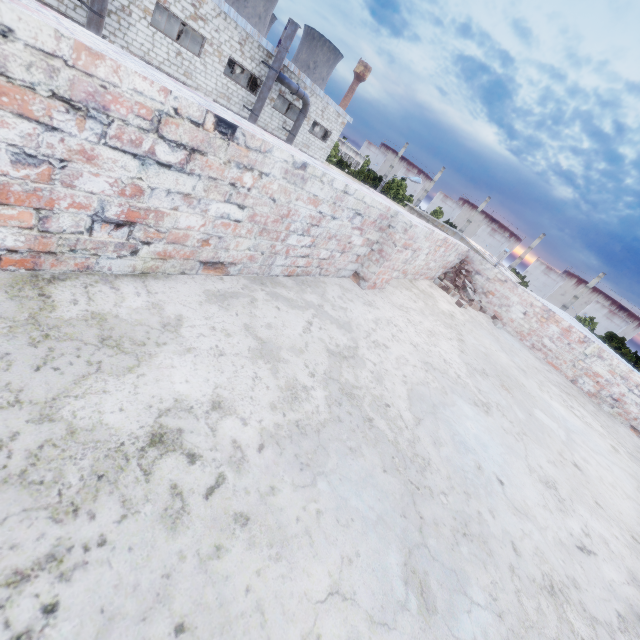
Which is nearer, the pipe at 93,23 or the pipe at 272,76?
the pipe at 93,23

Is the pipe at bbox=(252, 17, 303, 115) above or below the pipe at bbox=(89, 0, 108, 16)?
above

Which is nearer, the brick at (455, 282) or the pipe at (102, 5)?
the brick at (455, 282)

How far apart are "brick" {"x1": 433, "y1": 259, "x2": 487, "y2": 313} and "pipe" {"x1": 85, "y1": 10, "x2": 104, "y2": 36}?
18.1 meters

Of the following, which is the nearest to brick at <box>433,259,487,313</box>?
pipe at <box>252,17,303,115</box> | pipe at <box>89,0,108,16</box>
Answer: pipe at <box>89,0,108,16</box>

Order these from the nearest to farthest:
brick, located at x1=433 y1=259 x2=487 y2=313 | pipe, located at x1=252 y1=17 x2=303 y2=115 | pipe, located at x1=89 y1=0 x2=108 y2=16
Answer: brick, located at x1=433 y1=259 x2=487 y2=313 → pipe, located at x1=89 y1=0 x2=108 y2=16 → pipe, located at x1=252 y1=17 x2=303 y2=115

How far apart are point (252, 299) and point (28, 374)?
1.1m

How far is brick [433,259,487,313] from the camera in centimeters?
591cm
